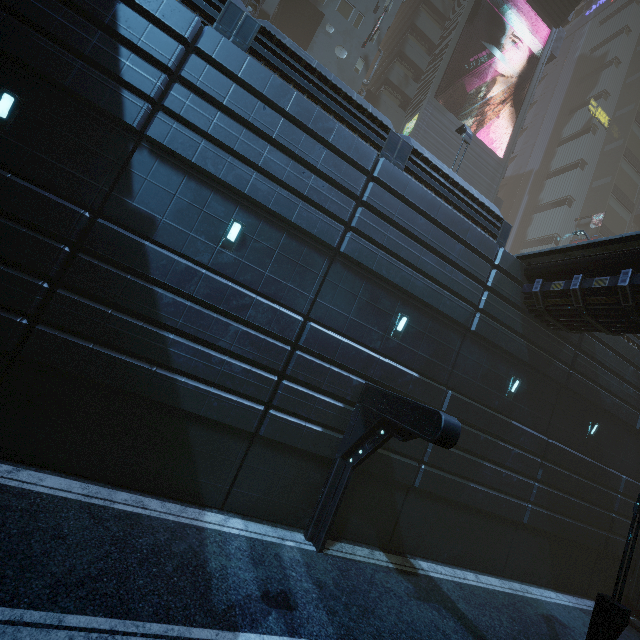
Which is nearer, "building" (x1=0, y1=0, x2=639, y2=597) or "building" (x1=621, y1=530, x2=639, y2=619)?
"building" (x1=0, y1=0, x2=639, y2=597)

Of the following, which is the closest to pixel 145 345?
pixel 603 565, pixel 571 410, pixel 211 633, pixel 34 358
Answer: pixel 34 358

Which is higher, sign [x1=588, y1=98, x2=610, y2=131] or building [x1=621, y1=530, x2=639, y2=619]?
sign [x1=588, y1=98, x2=610, y2=131]

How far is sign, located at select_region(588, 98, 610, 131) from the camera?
45.16m

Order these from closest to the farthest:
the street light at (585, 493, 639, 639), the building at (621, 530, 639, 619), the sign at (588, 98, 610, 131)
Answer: the street light at (585, 493, 639, 639) → the building at (621, 530, 639, 619) → the sign at (588, 98, 610, 131)

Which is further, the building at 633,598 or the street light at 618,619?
the building at 633,598

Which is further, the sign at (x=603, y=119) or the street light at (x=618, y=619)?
the sign at (x=603, y=119)

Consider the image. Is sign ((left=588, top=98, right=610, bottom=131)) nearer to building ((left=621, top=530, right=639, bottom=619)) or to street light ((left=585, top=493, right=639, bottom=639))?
building ((left=621, top=530, right=639, bottom=619))
